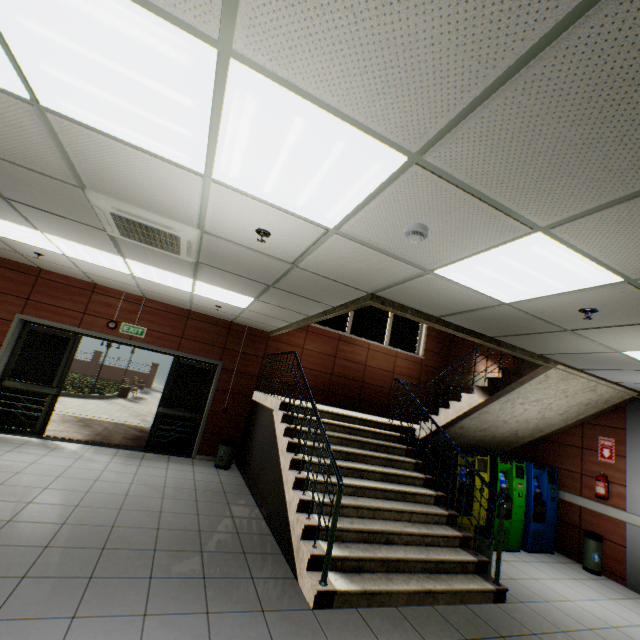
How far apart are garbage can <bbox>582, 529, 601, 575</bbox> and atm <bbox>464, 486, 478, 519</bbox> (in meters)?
2.00

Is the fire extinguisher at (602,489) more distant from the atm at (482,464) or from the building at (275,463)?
the building at (275,463)

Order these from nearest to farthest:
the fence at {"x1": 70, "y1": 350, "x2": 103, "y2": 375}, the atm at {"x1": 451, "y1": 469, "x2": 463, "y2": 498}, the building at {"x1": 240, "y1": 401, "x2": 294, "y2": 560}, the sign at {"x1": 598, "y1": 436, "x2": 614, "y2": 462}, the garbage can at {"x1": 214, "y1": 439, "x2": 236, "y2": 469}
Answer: the building at {"x1": 240, "y1": 401, "x2": 294, "y2": 560} → the atm at {"x1": 451, "y1": 469, "x2": 463, "y2": 498} → the sign at {"x1": 598, "y1": 436, "x2": 614, "y2": 462} → the garbage can at {"x1": 214, "y1": 439, "x2": 236, "y2": 469} → the fence at {"x1": 70, "y1": 350, "x2": 103, "y2": 375}

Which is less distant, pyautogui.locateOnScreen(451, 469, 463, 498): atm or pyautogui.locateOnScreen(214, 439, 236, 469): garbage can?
pyautogui.locateOnScreen(451, 469, 463, 498): atm

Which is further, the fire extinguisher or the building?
the fire extinguisher

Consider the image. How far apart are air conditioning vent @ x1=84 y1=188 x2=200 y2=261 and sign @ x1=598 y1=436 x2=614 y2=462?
8.0m

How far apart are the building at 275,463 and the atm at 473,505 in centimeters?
292cm

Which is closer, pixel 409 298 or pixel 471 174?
pixel 471 174
